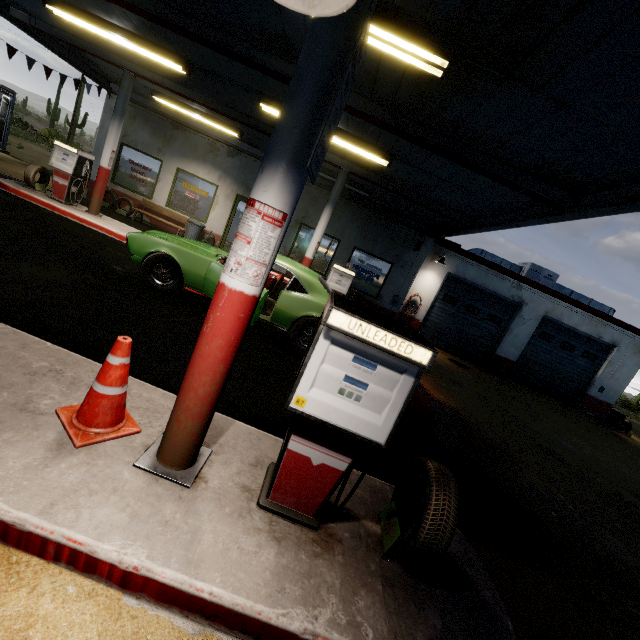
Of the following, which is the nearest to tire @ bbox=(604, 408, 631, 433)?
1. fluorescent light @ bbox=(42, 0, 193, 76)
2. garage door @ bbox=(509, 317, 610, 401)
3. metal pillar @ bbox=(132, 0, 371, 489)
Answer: garage door @ bbox=(509, 317, 610, 401)

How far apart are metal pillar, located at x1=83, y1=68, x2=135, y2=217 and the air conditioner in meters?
15.9 m

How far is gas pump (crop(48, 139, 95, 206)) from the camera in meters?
8.6

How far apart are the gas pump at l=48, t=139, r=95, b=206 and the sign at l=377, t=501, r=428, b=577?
10.89m

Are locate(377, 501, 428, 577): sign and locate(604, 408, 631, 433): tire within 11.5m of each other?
no

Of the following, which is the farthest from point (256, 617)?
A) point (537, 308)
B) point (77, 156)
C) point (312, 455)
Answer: point (537, 308)

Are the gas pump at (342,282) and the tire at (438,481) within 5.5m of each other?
yes

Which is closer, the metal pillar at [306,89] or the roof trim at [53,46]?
the metal pillar at [306,89]
